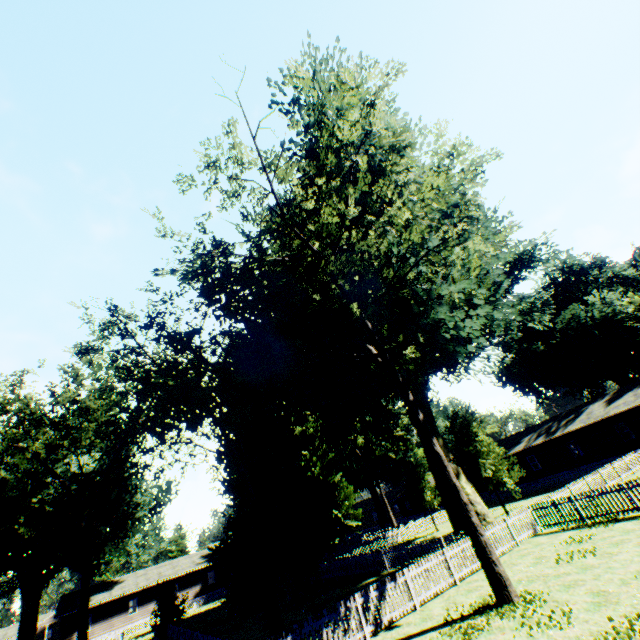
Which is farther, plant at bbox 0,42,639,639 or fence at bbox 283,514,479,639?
plant at bbox 0,42,639,639

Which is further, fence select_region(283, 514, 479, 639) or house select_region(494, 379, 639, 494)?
house select_region(494, 379, 639, 494)

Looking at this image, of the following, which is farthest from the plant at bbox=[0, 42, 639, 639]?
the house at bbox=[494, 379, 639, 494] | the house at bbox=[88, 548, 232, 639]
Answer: the house at bbox=[88, 548, 232, 639]

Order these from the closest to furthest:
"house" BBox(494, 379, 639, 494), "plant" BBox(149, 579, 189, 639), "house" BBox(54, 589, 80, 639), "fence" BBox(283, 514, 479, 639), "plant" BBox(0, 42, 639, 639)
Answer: "fence" BBox(283, 514, 479, 639) → "plant" BBox(0, 42, 639, 639) → "plant" BBox(149, 579, 189, 639) → "house" BBox(494, 379, 639, 494) → "house" BBox(54, 589, 80, 639)

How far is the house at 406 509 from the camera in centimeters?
Result: 5677cm

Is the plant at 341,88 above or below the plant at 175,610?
above

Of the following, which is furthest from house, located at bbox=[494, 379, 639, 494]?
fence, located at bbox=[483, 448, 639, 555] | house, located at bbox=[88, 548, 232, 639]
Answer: house, located at bbox=[88, 548, 232, 639]

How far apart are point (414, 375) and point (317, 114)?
22.2m
